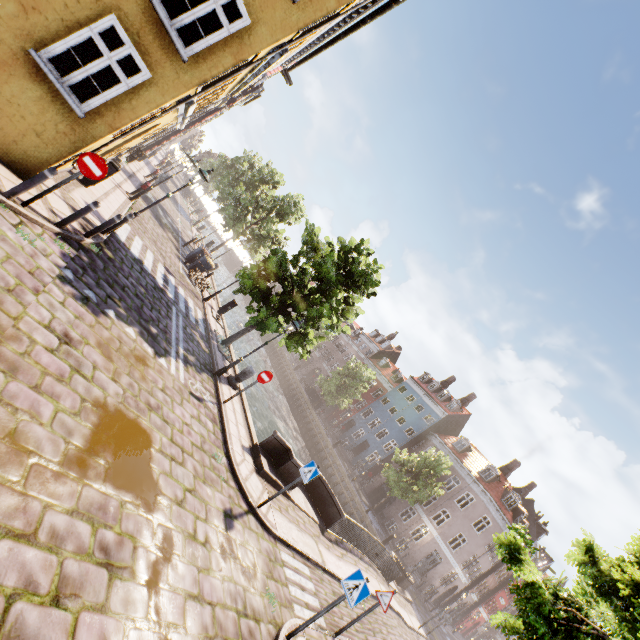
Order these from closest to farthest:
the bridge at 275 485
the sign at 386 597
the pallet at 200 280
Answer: the sign at 386 597 → the bridge at 275 485 → the pallet at 200 280

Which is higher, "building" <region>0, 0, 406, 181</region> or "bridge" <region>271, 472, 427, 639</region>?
"building" <region>0, 0, 406, 181</region>

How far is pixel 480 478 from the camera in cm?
3406

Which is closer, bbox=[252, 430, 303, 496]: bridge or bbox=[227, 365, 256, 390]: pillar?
bbox=[252, 430, 303, 496]: bridge

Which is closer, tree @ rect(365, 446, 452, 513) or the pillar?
the pillar

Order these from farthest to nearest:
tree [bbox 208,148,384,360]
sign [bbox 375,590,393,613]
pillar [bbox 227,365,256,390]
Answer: tree [bbox 208,148,384,360] < pillar [bbox 227,365,256,390] < sign [bbox 375,590,393,613]

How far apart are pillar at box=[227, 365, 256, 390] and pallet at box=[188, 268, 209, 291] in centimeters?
745cm

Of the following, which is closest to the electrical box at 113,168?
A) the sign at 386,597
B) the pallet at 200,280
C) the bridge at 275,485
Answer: the pallet at 200,280
